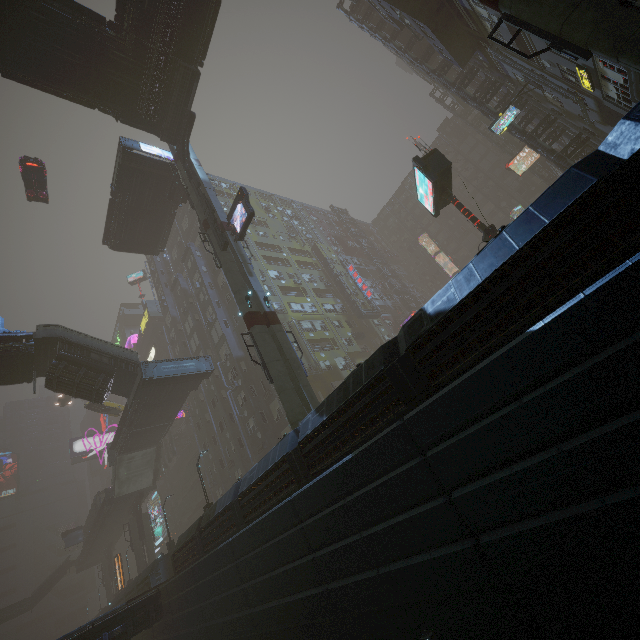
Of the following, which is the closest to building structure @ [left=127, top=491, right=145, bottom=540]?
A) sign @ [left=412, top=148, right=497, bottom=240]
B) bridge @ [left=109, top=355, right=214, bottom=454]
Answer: bridge @ [left=109, top=355, right=214, bottom=454]

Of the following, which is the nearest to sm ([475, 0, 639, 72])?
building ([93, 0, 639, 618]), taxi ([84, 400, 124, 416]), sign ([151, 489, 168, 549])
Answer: building ([93, 0, 639, 618])

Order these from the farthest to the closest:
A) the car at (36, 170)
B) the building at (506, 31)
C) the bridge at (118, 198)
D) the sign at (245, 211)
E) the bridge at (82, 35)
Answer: the car at (36, 170) < the bridge at (118, 198) < the sign at (245, 211) < the bridge at (82, 35) < the building at (506, 31)

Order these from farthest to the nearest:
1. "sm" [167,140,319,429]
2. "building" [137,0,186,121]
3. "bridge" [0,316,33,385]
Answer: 1. "bridge" [0,316,33,385]
2. "building" [137,0,186,121]
3. "sm" [167,140,319,429]

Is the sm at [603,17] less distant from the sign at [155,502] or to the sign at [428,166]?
the sign at [428,166]

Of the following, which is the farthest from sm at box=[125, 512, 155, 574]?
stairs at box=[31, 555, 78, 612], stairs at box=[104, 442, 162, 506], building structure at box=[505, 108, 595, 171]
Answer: building structure at box=[505, 108, 595, 171]

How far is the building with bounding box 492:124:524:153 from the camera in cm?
4497

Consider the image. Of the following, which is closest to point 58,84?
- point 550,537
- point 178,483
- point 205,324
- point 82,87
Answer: point 82,87
